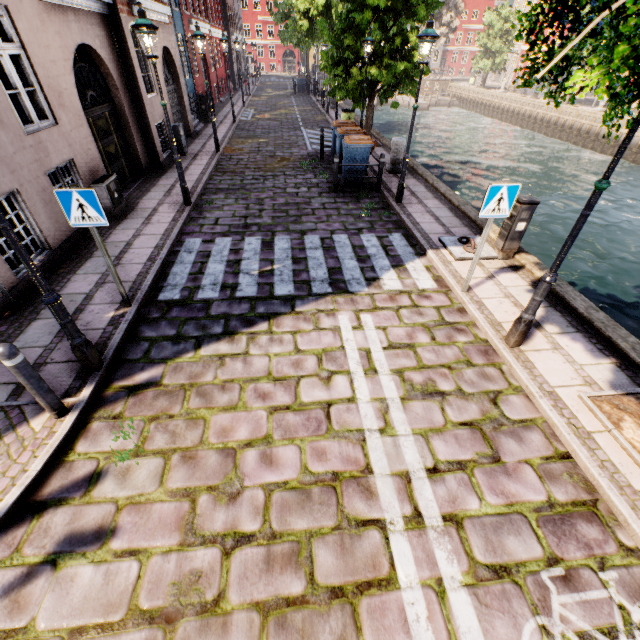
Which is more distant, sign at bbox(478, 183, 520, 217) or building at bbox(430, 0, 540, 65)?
building at bbox(430, 0, 540, 65)

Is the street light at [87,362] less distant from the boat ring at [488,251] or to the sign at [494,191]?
the sign at [494,191]

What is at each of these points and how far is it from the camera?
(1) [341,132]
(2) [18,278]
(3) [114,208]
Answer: (1) trash bin, 10.6 meters
(2) building, 5.5 meters
(3) electrical box, 8.0 meters

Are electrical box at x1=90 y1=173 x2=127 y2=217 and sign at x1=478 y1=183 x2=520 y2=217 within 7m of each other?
no

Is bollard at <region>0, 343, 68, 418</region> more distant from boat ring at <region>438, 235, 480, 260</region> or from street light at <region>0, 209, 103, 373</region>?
boat ring at <region>438, 235, 480, 260</region>

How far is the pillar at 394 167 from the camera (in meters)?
11.02

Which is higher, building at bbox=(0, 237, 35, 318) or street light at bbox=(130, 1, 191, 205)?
street light at bbox=(130, 1, 191, 205)

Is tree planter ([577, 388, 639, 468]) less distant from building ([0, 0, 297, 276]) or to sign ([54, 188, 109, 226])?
sign ([54, 188, 109, 226])
